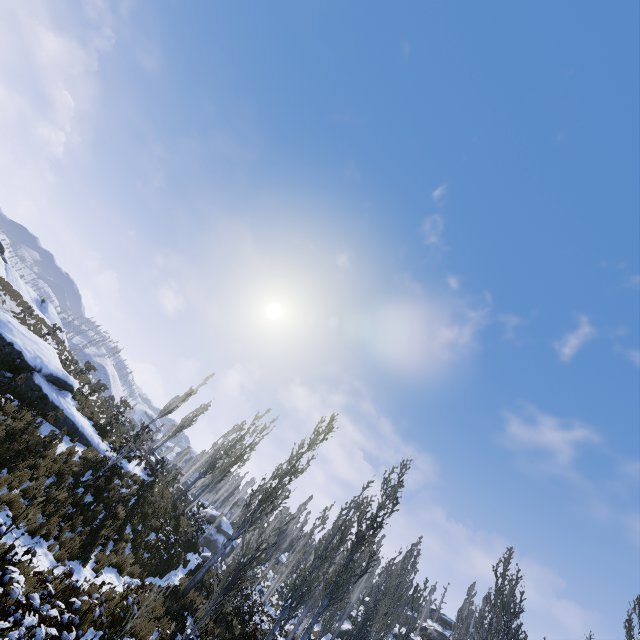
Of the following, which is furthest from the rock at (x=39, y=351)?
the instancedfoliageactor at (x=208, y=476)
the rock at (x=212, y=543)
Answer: the rock at (x=212, y=543)

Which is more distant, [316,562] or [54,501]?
[316,562]

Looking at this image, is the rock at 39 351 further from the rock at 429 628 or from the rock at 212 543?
the rock at 429 628

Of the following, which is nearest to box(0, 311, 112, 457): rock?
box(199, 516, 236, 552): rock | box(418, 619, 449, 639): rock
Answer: box(199, 516, 236, 552): rock

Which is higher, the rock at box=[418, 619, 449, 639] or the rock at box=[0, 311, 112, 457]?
the rock at box=[418, 619, 449, 639]

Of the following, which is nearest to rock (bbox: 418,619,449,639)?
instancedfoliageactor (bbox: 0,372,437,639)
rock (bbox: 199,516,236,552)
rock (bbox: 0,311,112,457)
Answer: instancedfoliageactor (bbox: 0,372,437,639)

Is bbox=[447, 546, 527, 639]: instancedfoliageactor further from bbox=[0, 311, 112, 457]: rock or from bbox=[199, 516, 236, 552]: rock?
bbox=[0, 311, 112, 457]: rock

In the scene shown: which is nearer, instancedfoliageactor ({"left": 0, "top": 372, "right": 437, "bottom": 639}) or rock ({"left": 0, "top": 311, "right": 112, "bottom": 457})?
instancedfoliageactor ({"left": 0, "top": 372, "right": 437, "bottom": 639})
